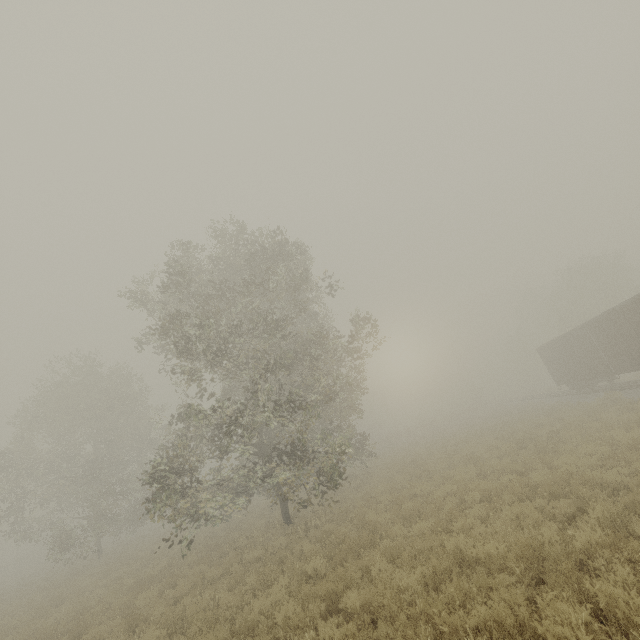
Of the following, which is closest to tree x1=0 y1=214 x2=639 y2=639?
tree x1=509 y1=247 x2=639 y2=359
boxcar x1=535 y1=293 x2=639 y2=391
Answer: tree x1=509 y1=247 x2=639 y2=359

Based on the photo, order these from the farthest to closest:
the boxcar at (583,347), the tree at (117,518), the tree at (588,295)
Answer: the tree at (588,295), the boxcar at (583,347), the tree at (117,518)

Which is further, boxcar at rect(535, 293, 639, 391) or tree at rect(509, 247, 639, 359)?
tree at rect(509, 247, 639, 359)

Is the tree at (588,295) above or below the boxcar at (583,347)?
above

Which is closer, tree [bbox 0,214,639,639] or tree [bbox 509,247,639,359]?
tree [bbox 0,214,639,639]

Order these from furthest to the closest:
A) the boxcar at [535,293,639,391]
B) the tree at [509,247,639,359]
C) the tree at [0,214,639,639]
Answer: the tree at [509,247,639,359], the boxcar at [535,293,639,391], the tree at [0,214,639,639]

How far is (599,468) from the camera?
9.3 meters
